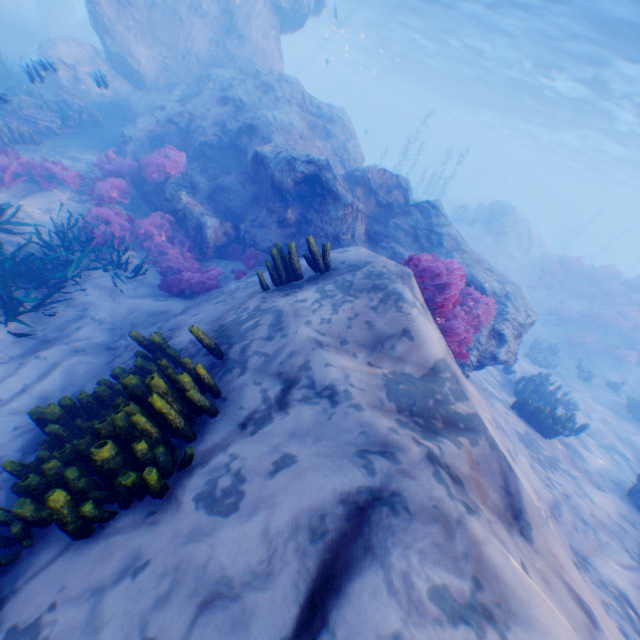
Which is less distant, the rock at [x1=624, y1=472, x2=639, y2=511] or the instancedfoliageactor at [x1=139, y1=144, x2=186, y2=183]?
the rock at [x1=624, y1=472, x2=639, y2=511]

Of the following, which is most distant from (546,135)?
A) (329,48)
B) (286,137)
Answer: (286,137)

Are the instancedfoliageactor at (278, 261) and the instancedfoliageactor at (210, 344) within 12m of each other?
yes

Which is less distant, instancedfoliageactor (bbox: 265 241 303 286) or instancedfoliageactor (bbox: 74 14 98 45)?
instancedfoliageactor (bbox: 265 241 303 286)

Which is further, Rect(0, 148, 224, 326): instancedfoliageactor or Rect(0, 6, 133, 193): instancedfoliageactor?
Rect(0, 6, 133, 193): instancedfoliageactor

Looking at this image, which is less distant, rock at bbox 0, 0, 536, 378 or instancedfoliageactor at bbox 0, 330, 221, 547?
instancedfoliageactor at bbox 0, 330, 221, 547

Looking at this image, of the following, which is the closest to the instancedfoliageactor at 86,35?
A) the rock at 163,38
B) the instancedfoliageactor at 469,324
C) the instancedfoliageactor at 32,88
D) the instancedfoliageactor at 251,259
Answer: the rock at 163,38

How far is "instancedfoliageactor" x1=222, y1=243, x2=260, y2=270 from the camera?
8.9m
